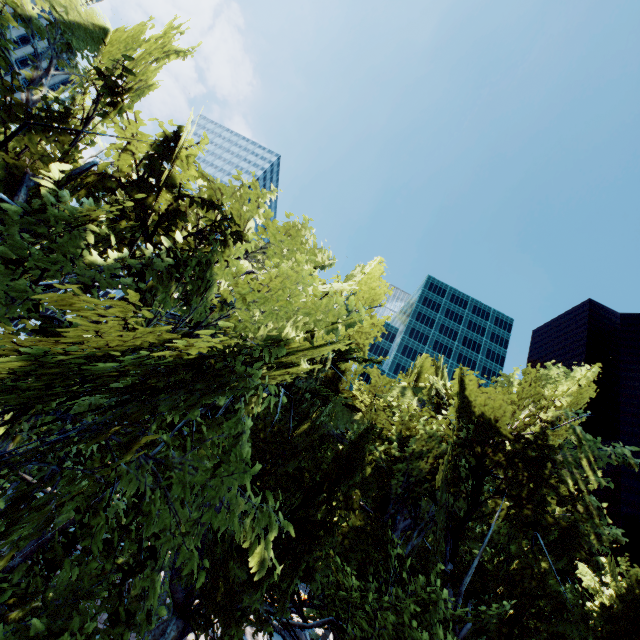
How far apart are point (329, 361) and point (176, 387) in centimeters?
921cm
